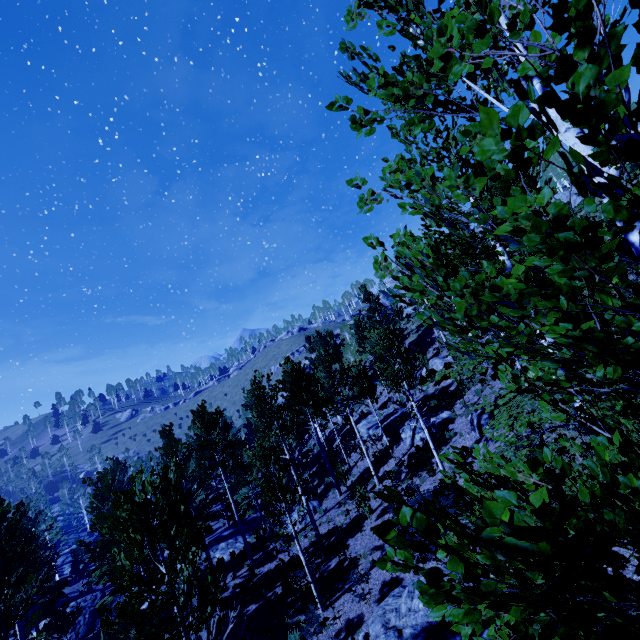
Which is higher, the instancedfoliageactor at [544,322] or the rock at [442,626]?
the instancedfoliageactor at [544,322]

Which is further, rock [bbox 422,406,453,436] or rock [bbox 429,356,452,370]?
rock [bbox 429,356,452,370]

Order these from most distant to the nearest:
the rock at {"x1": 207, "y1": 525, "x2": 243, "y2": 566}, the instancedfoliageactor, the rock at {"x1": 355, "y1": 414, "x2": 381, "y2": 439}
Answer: the rock at {"x1": 355, "y1": 414, "x2": 381, "y2": 439} < the rock at {"x1": 207, "y1": 525, "x2": 243, "y2": 566} < the instancedfoliageactor

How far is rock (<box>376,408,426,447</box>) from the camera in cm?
2019

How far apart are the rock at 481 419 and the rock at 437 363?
9.6m

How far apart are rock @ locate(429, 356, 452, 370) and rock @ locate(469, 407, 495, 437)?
9.57m

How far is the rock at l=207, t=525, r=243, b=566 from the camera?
24.9 meters

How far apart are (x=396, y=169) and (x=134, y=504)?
7.8 meters
